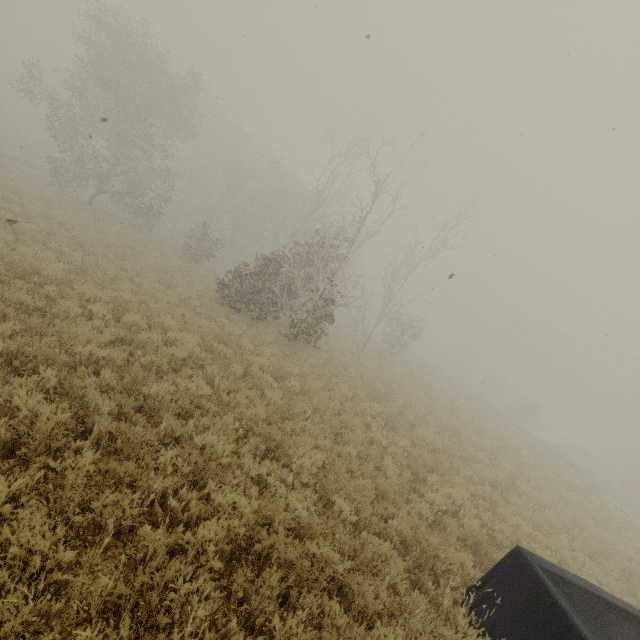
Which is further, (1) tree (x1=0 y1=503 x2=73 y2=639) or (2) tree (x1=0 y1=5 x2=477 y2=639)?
(2) tree (x1=0 y1=5 x2=477 y2=639)

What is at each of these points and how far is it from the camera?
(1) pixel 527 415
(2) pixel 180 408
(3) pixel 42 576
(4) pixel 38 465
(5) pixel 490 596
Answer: (1) truck, 35.9m
(2) tree, 6.4m
(3) tree, 2.9m
(4) tree, 3.9m
(5) truck bed, 4.9m

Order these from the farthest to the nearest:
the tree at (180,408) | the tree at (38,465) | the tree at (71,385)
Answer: the tree at (180,408)
the tree at (71,385)
the tree at (38,465)

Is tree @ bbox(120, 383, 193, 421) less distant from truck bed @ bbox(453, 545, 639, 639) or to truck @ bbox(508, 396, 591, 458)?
truck bed @ bbox(453, 545, 639, 639)

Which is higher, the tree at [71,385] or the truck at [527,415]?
the truck at [527,415]

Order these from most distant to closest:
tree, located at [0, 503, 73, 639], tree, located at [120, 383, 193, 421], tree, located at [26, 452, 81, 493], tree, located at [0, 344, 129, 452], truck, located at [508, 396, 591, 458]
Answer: truck, located at [508, 396, 591, 458] → tree, located at [120, 383, 193, 421] → tree, located at [0, 344, 129, 452] → tree, located at [26, 452, 81, 493] → tree, located at [0, 503, 73, 639]

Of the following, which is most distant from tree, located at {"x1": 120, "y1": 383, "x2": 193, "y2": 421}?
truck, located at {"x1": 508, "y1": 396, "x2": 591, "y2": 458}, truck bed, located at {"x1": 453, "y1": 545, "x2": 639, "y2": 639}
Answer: truck, located at {"x1": 508, "y1": 396, "x2": 591, "y2": 458}
